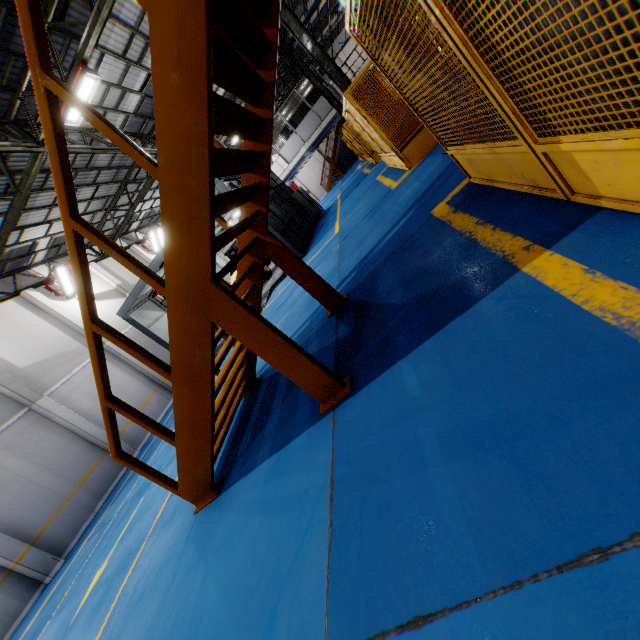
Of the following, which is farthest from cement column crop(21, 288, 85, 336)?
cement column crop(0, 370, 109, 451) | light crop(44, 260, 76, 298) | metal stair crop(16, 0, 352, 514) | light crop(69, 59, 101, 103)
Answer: metal stair crop(16, 0, 352, 514)

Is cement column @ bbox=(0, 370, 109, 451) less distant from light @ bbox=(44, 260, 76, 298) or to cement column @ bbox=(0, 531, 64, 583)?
cement column @ bbox=(0, 531, 64, 583)

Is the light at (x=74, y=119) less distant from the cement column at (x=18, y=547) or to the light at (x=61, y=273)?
the light at (x=61, y=273)

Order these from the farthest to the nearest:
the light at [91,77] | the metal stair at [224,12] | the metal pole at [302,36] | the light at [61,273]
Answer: the light at [61,273] < the metal pole at [302,36] < the light at [91,77] < the metal stair at [224,12]

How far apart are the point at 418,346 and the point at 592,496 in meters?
1.5

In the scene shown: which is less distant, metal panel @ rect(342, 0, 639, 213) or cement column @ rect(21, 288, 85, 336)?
metal panel @ rect(342, 0, 639, 213)

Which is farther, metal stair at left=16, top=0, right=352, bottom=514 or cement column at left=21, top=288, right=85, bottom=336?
cement column at left=21, top=288, right=85, bottom=336

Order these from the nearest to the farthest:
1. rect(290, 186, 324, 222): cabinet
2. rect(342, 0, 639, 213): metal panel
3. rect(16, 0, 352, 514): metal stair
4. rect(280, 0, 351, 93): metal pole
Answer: rect(342, 0, 639, 213): metal panel < rect(16, 0, 352, 514): metal stair < rect(280, 0, 351, 93): metal pole < rect(290, 186, 324, 222): cabinet
